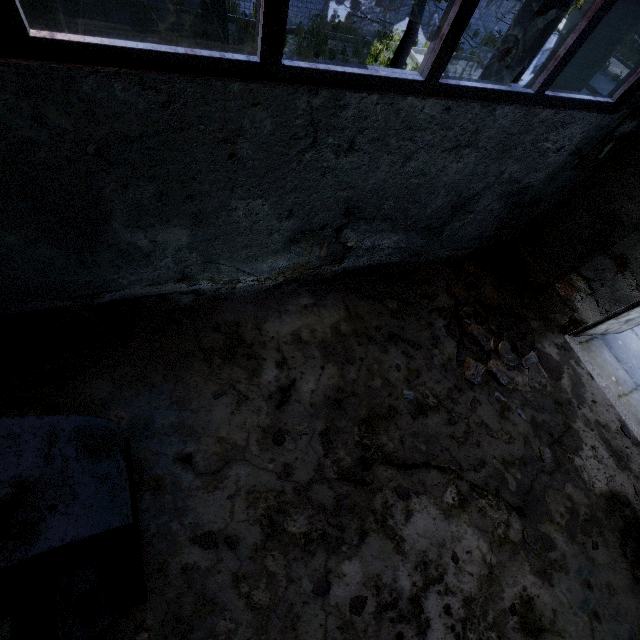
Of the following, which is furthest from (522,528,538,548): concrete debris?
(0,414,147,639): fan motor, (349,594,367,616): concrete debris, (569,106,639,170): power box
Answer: (569,106,639,170): power box

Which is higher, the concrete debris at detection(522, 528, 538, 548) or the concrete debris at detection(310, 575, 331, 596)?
the concrete debris at detection(522, 528, 538, 548)

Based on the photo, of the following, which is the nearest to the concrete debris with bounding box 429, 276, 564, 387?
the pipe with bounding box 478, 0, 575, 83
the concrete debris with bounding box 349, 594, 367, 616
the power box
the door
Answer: the door

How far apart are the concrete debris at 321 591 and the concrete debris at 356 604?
0.2 meters

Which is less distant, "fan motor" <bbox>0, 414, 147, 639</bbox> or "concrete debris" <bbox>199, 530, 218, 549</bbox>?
"fan motor" <bbox>0, 414, 147, 639</bbox>

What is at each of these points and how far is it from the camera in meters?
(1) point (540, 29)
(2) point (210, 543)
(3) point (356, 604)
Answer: (1) pipe, 4.4 m
(2) concrete debris, 2.9 m
(3) concrete debris, 3.0 m

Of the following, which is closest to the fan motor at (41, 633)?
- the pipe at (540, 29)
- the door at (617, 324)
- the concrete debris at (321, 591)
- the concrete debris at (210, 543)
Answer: the concrete debris at (210, 543)

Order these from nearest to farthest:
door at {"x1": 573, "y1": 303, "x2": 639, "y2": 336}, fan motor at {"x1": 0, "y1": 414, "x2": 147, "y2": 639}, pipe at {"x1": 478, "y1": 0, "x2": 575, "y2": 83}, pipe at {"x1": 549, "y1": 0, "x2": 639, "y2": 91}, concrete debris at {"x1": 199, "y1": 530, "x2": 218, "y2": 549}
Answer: fan motor at {"x1": 0, "y1": 414, "x2": 147, "y2": 639} < concrete debris at {"x1": 199, "y1": 530, "x2": 218, "y2": 549} < pipe at {"x1": 549, "y1": 0, "x2": 639, "y2": 91} < pipe at {"x1": 478, "y1": 0, "x2": 575, "y2": 83} < door at {"x1": 573, "y1": 303, "x2": 639, "y2": 336}
